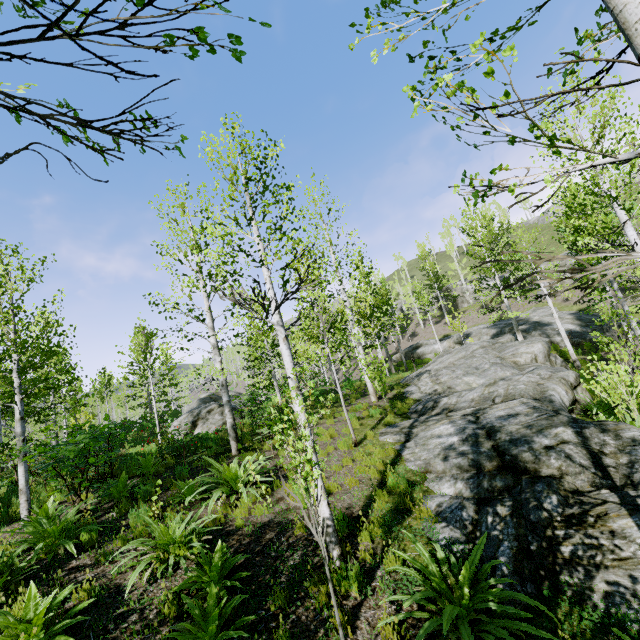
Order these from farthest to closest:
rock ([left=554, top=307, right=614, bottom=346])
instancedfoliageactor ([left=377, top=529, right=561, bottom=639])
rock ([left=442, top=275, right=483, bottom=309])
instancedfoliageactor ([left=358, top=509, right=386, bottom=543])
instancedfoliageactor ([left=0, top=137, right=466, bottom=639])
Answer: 1. rock ([left=442, top=275, right=483, bottom=309])
2. rock ([left=554, top=307, right=614, bottom=346])
3. instancedfoliageactor ([left=358, top=509, right=386, bottom=543])
4. instancedfoliageactor ([left=0, top=137, right=466, bottom=639])
5. instancedfoliageactor ([left=377, top=529, right=561, bottom=639])

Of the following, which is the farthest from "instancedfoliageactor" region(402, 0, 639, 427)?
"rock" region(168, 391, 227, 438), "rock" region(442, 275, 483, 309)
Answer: "rock" region(168, 391, 227, 438)

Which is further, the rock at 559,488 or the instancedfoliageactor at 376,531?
the instancedfoliageactor at 376,531

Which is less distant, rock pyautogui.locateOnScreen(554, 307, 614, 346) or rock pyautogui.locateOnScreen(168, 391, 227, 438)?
rock pyautogui.locateOnScreen(168, 391, 227, 438)

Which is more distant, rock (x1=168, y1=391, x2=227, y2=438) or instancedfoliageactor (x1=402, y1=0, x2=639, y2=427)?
rock (x1=168, y1=391, x2=227, y2=438)

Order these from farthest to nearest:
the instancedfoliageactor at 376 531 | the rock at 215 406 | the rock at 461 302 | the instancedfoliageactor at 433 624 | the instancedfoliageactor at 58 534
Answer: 1. the rock at 461 302
2. the rock at 215 406
3. the instancedfoliageactor at 376 531
4. the instancedfoliageactor at 58 534
5. the instancedfoliageactor at 433 624

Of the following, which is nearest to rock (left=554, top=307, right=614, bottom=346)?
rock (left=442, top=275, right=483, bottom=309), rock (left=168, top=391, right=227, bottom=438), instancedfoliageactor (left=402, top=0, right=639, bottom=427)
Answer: instancedfoliageactor (left=402, top=0, right=639, bottom=427)

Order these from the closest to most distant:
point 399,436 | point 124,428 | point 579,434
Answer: point 579,434 < point 124,428 < point 399,436
